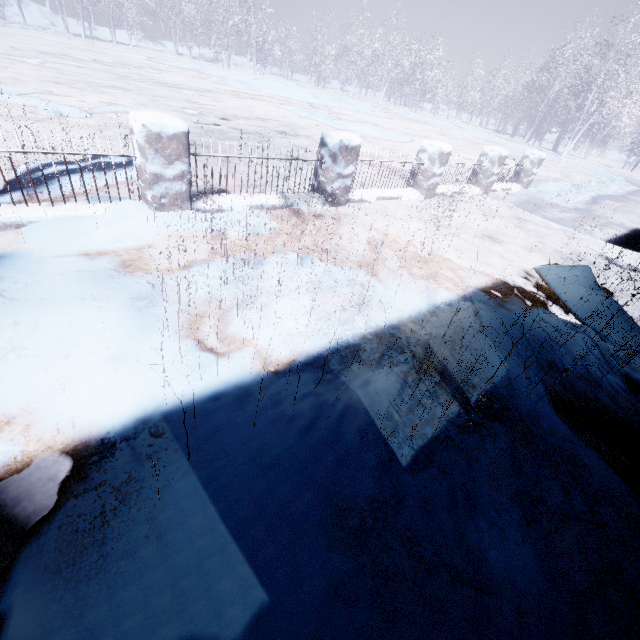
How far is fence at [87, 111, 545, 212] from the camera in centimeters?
299cm

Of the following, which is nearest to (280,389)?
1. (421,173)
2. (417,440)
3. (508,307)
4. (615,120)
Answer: (417,440)

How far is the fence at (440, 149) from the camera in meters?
3.0 m

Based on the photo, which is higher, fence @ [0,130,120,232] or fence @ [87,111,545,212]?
fence @ [87,111,545,212]

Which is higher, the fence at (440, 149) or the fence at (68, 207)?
the fence at (440, 149)
